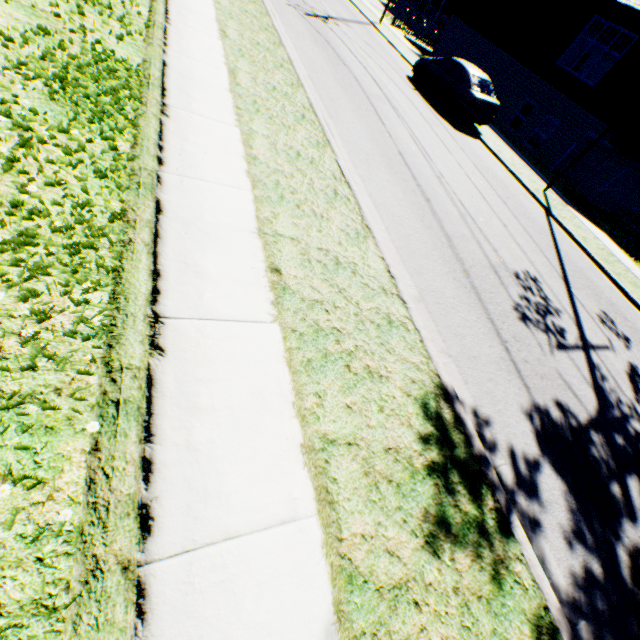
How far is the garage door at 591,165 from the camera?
17.5 meters

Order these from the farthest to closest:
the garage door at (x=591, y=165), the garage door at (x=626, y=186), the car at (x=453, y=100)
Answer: the garage door at (x=626, y=186), the garage door at (x=591, y=165), the car at (x=453, y=100)

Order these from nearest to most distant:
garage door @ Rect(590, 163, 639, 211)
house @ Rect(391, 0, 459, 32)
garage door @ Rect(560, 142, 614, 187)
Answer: garage door @ Rect(560, 142, 614, 187) → garage door @ Rect(590, 163, 639, 211) → house @ Rect(391, 0, 459, 32)

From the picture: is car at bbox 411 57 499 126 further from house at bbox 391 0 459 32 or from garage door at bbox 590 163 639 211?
house at bbox 391 0 459 32

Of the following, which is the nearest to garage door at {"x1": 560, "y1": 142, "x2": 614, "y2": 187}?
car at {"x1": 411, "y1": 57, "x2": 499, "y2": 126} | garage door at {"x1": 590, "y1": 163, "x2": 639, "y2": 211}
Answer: garage door at {"x1": 590, "y1": 163, "x2": 639, "y2": 211}

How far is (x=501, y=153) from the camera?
13.4 meters

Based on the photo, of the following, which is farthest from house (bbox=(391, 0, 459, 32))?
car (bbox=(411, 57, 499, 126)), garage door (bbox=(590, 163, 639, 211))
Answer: garage door (bbox=(590, 163, 639, 211))

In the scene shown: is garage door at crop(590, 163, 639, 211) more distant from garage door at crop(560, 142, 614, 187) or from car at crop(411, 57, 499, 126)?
car at crop(411, 57, 499, 126)
